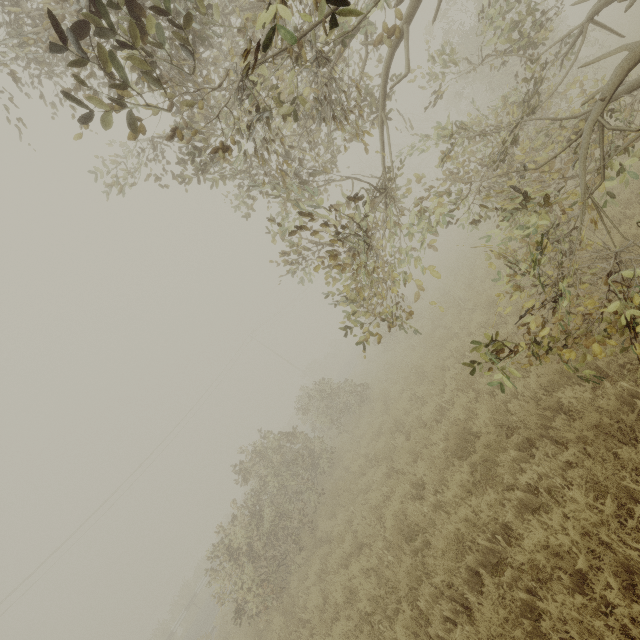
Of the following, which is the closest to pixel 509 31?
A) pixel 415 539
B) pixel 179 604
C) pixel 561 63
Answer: pixel 561 63
